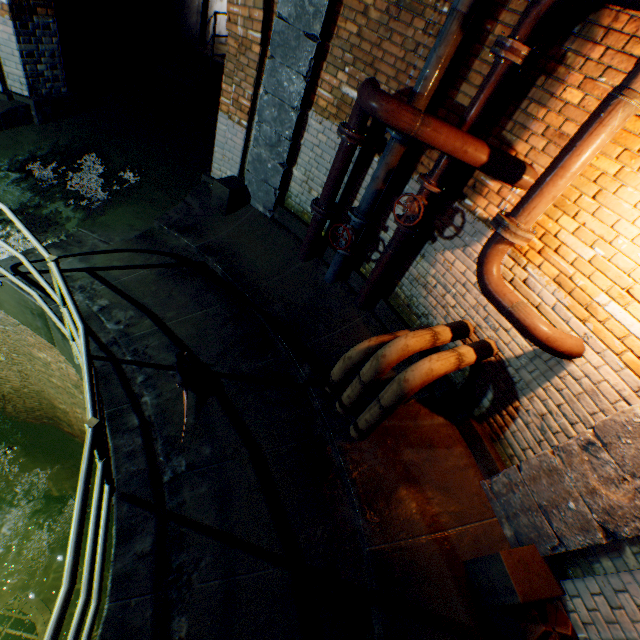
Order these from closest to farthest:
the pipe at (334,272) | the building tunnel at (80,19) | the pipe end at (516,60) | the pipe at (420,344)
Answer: the pipe end at (516,60) → the pipe at (420,344) → the pipe at (334,272) → the building tunnel at (80,19)

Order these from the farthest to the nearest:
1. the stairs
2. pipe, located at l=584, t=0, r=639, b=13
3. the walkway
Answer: the walkway
the stairs
pipe, located at l=584, t=0, r=639, b=13

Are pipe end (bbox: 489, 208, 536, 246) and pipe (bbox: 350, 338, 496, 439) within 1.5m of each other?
yes

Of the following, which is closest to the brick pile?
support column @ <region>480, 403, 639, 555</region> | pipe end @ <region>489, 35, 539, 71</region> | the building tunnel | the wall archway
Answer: support column @ <region>480, 403, 639, 555</region>

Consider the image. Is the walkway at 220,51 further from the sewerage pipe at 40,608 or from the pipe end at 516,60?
the sewerage pipe at 40,608

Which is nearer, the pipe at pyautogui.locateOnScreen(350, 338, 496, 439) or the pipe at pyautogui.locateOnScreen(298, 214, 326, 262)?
the pipe at pyautogui.locateOnScreen(350, 338, 496, 439)

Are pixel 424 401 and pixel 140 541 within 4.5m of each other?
yes

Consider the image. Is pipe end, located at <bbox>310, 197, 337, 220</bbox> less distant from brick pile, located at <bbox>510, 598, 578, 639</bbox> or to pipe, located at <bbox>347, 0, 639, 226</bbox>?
pipe, located at <bbox>347, 0, 639, 226</bbox>
